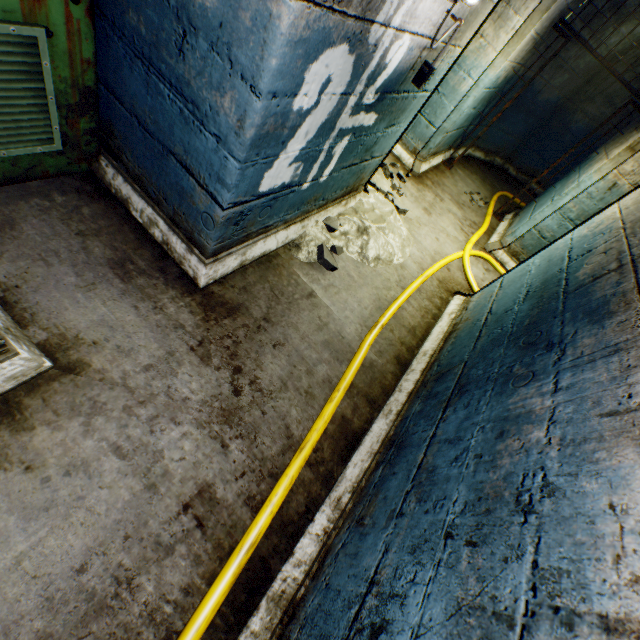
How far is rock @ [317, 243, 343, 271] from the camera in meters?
2.8

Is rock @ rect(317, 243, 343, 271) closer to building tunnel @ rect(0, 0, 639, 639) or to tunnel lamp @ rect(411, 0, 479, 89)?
building tunnel @ rect(0, 0, 639, 639)

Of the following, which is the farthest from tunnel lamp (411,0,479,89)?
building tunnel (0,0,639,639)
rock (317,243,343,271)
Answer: rock (317,243,343,271)

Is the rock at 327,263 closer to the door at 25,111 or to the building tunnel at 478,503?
the building tunnel at 478,503

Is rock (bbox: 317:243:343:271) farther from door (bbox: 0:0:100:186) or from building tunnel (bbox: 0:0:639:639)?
door (bbox: 0:0:100:186)

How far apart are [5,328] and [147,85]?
1.4 meters

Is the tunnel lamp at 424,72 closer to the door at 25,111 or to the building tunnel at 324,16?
the building tunnel at 324,16
